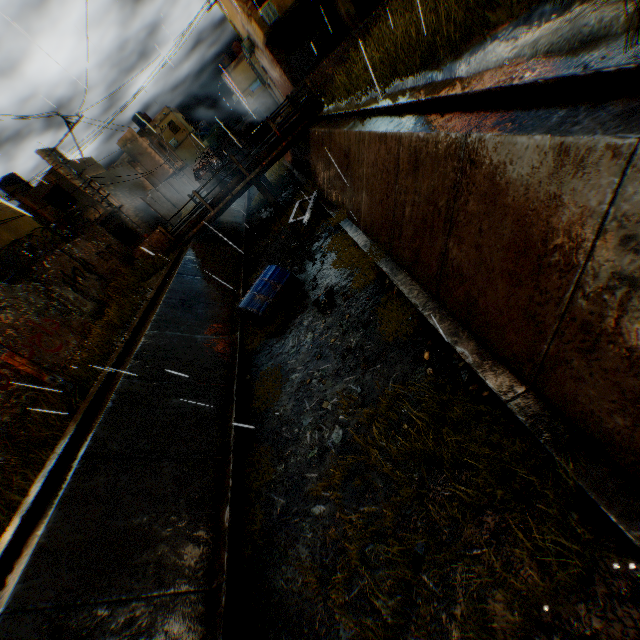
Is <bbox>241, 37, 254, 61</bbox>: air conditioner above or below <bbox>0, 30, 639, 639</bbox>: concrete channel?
above

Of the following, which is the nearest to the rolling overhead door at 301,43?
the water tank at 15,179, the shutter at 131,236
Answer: the shutter at 131,236

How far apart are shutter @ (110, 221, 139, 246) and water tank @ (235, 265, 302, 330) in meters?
19.9 m

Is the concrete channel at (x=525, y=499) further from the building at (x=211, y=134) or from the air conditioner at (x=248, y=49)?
the building at (x=211, y=134)

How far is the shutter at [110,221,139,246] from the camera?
25.2m

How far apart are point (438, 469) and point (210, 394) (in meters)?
5.61

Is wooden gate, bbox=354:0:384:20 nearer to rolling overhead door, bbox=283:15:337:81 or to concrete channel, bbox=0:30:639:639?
rolling overhead door, bbox=283:15:337:81

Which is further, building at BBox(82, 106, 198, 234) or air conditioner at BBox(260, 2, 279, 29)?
building at BBox(82, 106, 198, 234)
